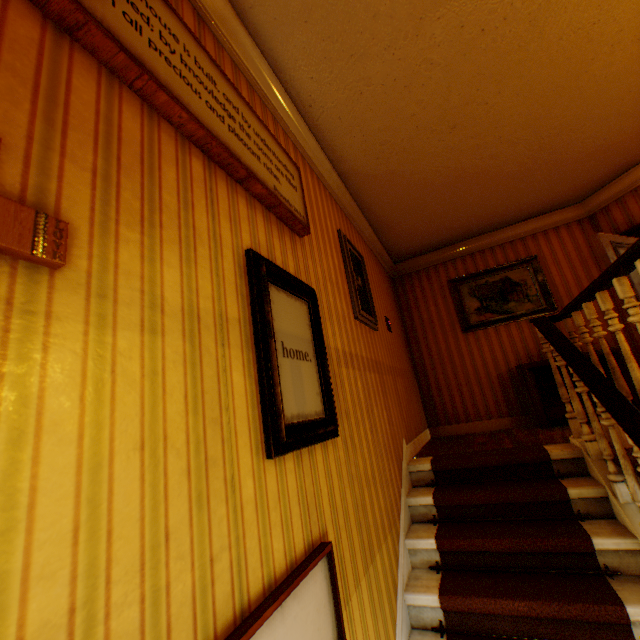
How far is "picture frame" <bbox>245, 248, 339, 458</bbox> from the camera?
1.45m

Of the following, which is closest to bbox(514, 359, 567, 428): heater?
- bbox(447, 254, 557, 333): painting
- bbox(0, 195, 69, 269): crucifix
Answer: bbox(447, 254, 557, 333): painting

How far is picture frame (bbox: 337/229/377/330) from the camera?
3.23m

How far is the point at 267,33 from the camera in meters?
2.2 m

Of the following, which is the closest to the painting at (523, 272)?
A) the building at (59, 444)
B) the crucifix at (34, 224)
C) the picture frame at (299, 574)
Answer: the building at (59, 444)

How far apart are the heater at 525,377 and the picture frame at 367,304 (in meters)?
2.43

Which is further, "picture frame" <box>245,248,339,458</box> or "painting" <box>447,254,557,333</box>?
"painting" <box>447,254,557,333</box>

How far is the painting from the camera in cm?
513
